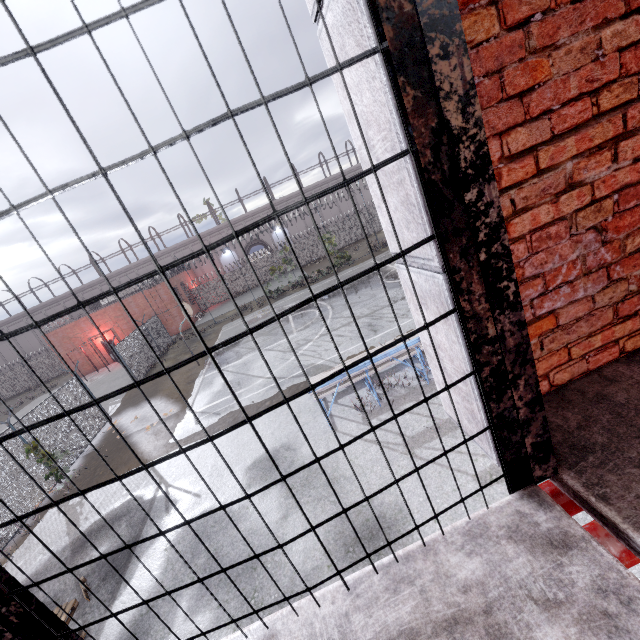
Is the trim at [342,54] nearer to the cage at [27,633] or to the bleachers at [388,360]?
the cage at [27,633]

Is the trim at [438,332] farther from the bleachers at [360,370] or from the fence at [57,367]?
the bleachers at [360,370]

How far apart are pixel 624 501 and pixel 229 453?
9.96m

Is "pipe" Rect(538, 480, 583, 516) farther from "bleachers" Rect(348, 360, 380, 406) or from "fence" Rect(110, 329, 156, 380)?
"bleachers" Rect(348, 360, 380, 406)

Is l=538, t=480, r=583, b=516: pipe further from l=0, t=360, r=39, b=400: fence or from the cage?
l=0, t=360, r=39, b=400: fence

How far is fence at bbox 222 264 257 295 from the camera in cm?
3656

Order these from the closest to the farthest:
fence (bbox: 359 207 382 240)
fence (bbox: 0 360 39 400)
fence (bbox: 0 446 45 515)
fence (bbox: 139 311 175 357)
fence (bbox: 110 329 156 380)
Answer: fence (bbox: 0 446 45 515) < fence (bbox: 110 329 156 380) < fence (bbox: 139 311 175 357) < fence (bbox: 359 207 382 240) < fence (bbox: 0 360 39 400)

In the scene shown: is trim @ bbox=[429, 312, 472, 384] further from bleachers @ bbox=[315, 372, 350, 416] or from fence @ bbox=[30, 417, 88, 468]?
bleachers @ bbox=[315, 372, 350, 416]
